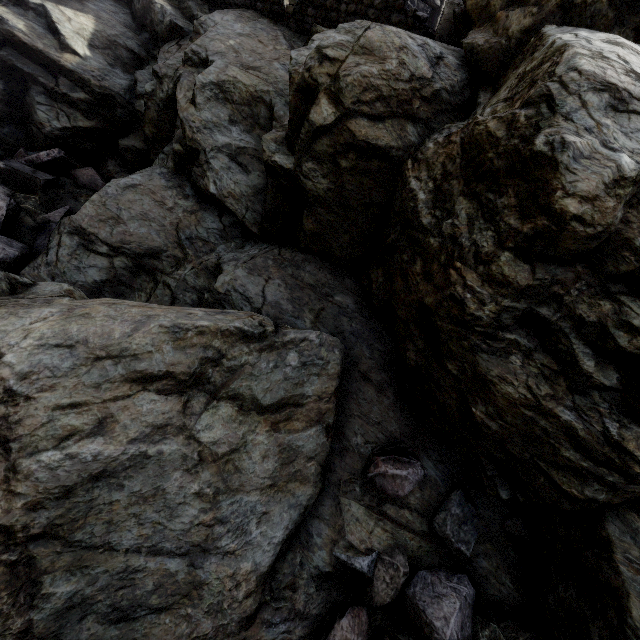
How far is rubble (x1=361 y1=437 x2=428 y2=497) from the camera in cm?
369

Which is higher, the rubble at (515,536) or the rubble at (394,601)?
the rubble at (515,536)

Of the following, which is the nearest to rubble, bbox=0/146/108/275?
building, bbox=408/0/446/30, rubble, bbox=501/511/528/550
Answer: building, bbox=408/0/446/30

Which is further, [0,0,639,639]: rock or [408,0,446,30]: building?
[408,0,446,30]: building

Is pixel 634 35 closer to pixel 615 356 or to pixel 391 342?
pixel 615 356

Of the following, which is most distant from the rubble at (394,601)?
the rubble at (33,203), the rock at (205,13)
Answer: the rubble at (33,203)

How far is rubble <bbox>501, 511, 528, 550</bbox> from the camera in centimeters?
366cm

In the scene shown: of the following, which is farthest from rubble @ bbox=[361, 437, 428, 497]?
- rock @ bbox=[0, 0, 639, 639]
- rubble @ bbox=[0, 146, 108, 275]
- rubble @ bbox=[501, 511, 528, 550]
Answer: rubble @ bbox=[0, 146, 108, 275]
